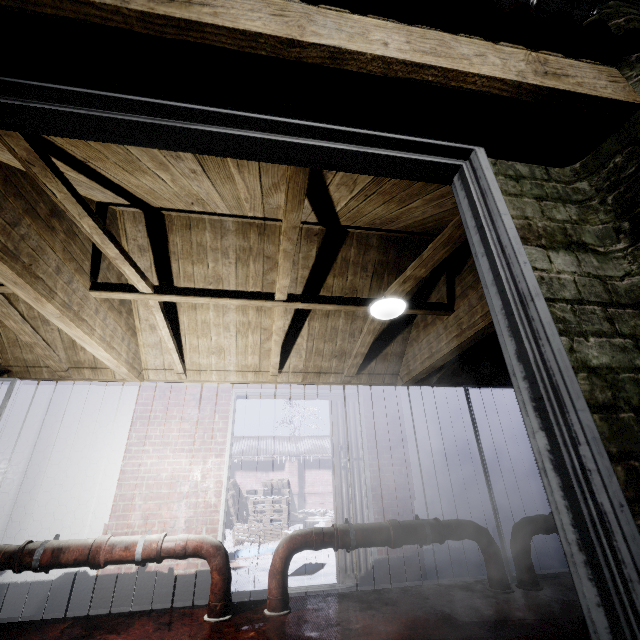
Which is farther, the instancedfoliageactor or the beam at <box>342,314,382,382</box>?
the instancedfoliageactor

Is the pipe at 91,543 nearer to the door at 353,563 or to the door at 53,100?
the door at 353,563

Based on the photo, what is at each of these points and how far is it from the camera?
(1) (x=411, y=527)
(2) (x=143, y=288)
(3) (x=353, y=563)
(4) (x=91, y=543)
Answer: (1) pipe, 3.0m
(2) beam, 2.5m
(3) door, 3.3m
(4) pipe, 2.6m

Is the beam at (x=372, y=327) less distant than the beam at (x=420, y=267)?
No

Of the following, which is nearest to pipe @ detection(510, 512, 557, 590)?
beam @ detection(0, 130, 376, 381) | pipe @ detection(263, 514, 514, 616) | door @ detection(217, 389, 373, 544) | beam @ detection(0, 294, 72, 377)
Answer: pipe @ detection(263, 514, 514, 616)

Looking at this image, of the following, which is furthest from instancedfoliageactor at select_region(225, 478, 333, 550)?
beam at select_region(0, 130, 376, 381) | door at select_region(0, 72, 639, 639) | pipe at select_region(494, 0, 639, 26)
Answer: pipe at select_region(494, 0, 639, 26)

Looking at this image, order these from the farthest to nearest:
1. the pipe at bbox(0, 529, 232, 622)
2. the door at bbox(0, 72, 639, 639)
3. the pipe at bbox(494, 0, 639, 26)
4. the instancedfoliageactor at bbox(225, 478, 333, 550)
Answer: the instancedfoliageactor at bbox(225, 478, 333, 550)
the pipe at bbox(0, 529, 232, 622)
the pipe at bbox(494, 0, 639, 26)
the door at bbox(0, 72, 639, 639)

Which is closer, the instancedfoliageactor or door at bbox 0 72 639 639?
door at bbox 0 72 639 639
